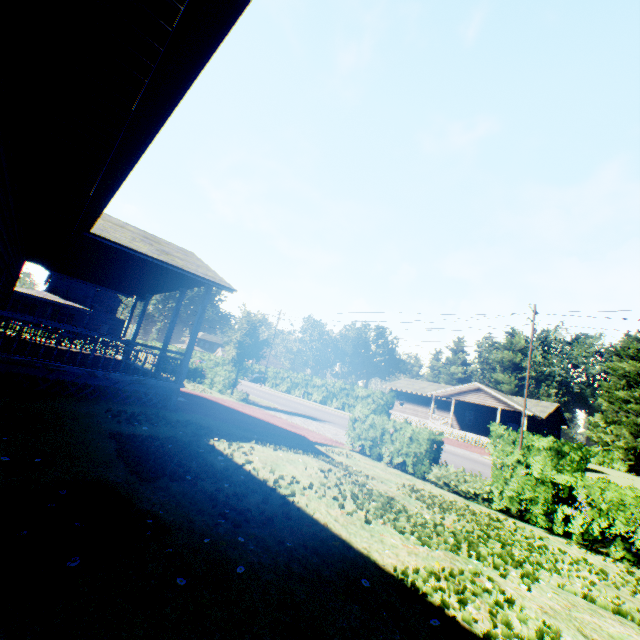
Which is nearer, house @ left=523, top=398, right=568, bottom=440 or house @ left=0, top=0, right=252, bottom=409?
house @ left=0, top=0, right=252, bottom=409

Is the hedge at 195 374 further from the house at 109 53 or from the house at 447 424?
the house at 109 53

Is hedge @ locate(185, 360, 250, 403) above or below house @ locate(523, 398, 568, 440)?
below

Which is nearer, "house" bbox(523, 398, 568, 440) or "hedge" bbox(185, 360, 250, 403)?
"hedge" bbox(185, 360, 250, 403)

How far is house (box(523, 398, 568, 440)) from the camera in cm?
3537

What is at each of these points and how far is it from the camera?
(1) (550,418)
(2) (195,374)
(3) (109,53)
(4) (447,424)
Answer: (1) house, 38.59m
(2) hedge, 28.41m
(3) house, 2.83m
(4) house, 42.56m

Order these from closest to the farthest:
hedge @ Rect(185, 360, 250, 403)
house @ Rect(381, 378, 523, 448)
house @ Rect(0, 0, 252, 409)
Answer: house @ Rect(0, 0, 252, 409)
hedge @ Rect(185, 360, 250, 403)
house @ Rect(381, 378, 523, 448)

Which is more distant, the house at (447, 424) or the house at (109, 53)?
the house at (447, 424)
